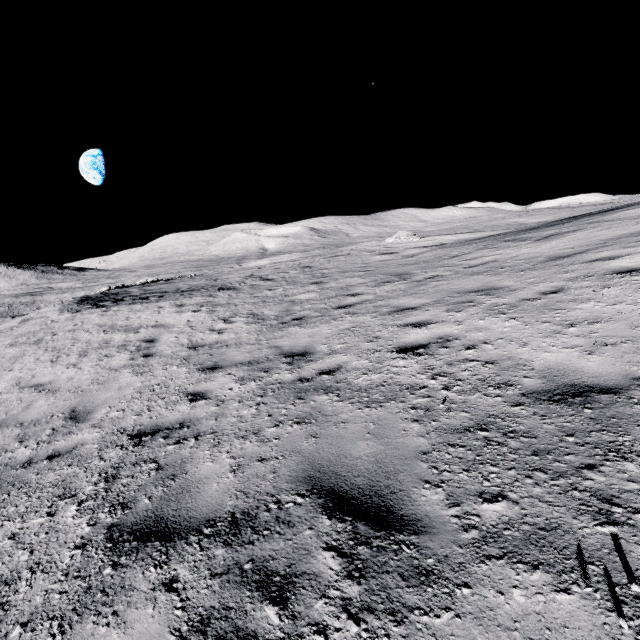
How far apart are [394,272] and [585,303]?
6.8m
